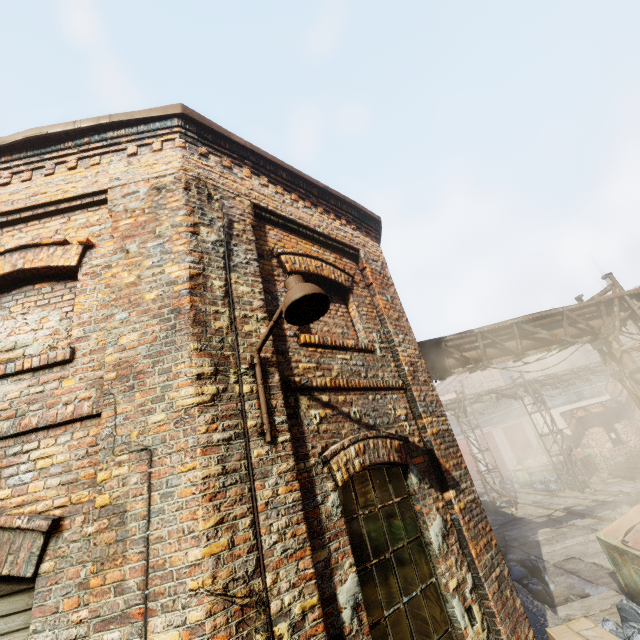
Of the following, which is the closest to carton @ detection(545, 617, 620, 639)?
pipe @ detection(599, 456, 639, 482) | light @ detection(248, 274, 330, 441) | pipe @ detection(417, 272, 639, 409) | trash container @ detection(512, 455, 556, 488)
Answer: light @ detection(248, 274, 330, 441)

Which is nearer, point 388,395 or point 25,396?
point 25,396

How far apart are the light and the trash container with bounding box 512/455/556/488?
25.64m

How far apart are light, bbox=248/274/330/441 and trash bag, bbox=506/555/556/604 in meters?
9.5 m

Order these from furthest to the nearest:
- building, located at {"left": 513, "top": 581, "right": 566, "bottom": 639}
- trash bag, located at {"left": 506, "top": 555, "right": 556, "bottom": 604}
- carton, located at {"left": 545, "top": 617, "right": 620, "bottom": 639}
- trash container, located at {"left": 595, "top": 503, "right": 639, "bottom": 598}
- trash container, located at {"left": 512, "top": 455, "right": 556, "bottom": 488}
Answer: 1. trash container, located at {"left": 512, "top": 455, "right": 556, "bottom": 488}
2. trash bag, located at {"left": 506, "top": 555, "right": 556, "bottom": 604}
3. trash container, located at {"left": 595, "top": 503, "right": 639, "bottom": 598}
4. building, located at {"left": 513, "top": 581, "right": 566, "bottom": 639}
5. carton, located at {"left": 545, "top": 617, "right": 620, "bottom": 639}

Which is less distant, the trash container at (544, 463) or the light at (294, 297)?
the light at (294, 297)

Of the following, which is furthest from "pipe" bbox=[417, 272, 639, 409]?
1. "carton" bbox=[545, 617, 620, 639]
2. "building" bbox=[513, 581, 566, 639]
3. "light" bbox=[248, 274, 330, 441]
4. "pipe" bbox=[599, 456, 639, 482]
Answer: "light" bbox=[248, 274, 330, 441]

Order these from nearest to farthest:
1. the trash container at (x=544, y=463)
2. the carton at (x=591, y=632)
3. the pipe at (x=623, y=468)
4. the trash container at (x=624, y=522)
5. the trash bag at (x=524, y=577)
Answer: the carton at (x=591, y=632)
the trash container at (x=624, y=522)
the trash bag at (x=524, y=577)
the pipe at (x=623, y=468)
the trash container at (x=544, y=463)
